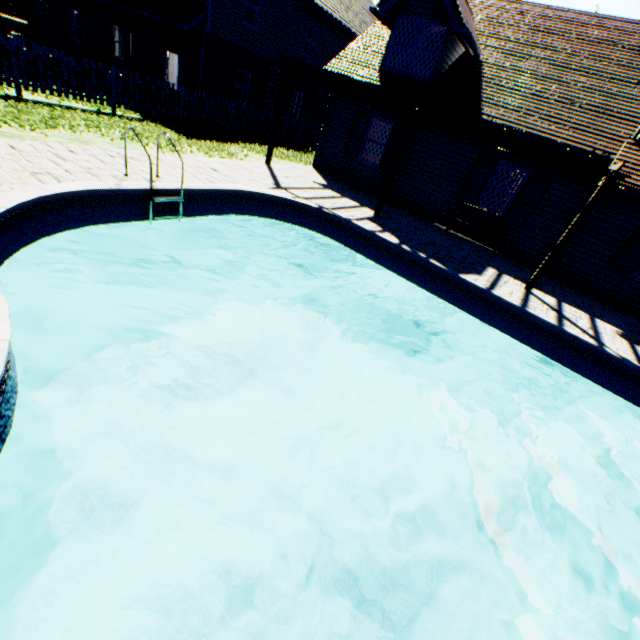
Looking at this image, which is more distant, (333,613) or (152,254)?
(152,254)

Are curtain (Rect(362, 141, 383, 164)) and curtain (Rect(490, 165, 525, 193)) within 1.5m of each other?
no

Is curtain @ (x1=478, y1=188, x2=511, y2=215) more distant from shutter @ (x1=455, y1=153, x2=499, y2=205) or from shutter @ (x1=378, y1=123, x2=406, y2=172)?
shutter @ (x1=378, y1=123, x2=406, y2=172)

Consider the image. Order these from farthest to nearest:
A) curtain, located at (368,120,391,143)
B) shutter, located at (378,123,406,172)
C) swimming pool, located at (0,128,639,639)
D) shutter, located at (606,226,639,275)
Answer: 1. curtain, located at (368,120,391,143)
2. shutter, located at (378,123,406,172)
3. shutter, located at (606,226,639,275)
4. swimming pool, located at (0,128,639,639)

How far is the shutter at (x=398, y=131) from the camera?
11.88m

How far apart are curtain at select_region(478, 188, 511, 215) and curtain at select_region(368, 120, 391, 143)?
4.05m

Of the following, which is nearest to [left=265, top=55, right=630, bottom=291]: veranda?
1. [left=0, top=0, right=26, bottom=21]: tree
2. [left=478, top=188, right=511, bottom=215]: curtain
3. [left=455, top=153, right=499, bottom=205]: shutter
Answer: [left=455, top=153, right=499, bottom=205]: shutter

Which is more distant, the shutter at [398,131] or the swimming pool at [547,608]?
the shutter at [398,131]
